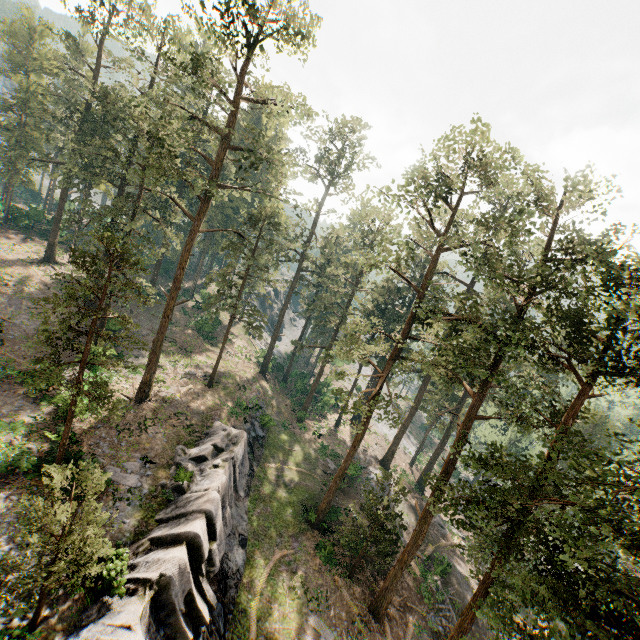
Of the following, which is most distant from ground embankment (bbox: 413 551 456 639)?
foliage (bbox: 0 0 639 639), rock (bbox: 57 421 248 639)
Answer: rock (bbox: 57 421 248 639)

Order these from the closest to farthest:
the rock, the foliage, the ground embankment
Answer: the foliage < the rock < the ground embankment

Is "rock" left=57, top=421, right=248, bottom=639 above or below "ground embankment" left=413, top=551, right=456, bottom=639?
above

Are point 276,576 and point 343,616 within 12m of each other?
yes

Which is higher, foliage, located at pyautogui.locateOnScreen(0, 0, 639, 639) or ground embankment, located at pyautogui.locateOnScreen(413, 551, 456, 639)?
foliage, located at pyautogui.locateOnScreen(0, 0, 639, 639)

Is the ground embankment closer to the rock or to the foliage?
the foliage

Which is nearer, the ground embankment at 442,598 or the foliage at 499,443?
the foliage at 499,443

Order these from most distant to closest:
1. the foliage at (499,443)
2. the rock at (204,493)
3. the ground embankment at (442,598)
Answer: the ground embankment at (442,598) → the rock at (204,493) → the foliage at (499,443)
